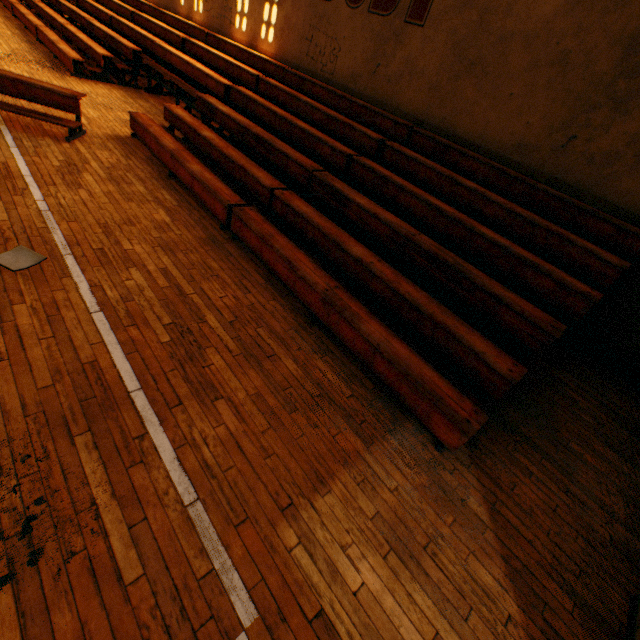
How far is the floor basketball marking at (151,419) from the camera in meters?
2.2

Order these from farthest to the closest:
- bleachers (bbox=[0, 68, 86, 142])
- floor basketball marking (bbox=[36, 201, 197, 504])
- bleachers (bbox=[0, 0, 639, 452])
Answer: bleachers (bbox=[0, 68, 86, 142]) → bleachers (bbox=[0, 0, 639, 452]) → floor basketball marking (bbox=[36, 201, 197, 504])

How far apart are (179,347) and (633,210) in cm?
611

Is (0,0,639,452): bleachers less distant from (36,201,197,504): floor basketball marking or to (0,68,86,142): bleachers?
(0,68,86,142): bleachers

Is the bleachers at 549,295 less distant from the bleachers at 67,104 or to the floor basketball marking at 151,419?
the bleachers at 67,104

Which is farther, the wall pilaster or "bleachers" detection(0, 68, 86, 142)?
"bleachers" detection(0, 68, 86, 142)

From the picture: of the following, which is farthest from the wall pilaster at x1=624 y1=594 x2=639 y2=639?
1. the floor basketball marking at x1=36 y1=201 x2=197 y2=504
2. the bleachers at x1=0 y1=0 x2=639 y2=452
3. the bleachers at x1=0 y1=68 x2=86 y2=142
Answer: the bleachers at x1=0 y1=68 x2=86 y2=142
